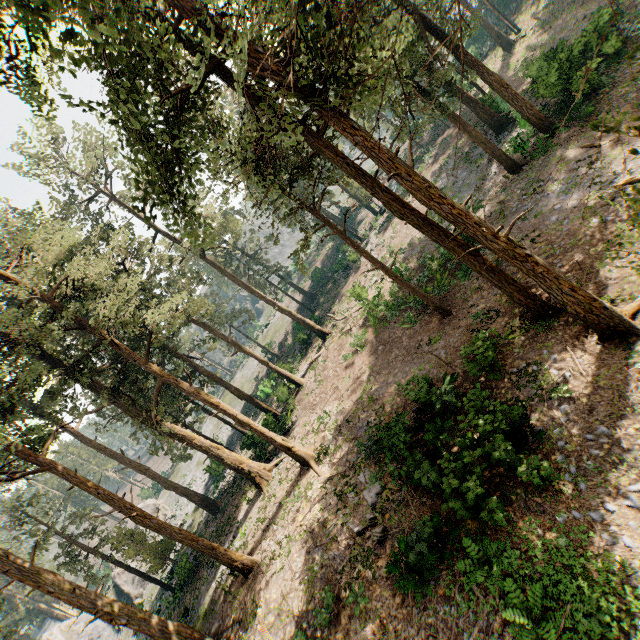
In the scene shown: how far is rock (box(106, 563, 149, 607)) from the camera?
38.41m

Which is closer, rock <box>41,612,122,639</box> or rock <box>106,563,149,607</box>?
rock <box>41,612,122,639</box>

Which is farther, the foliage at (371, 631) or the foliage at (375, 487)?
the foliage at (375, 487)

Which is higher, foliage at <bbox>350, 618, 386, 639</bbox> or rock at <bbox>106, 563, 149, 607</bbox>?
rock at <bbox>106, 563, 149, 607</bbox>

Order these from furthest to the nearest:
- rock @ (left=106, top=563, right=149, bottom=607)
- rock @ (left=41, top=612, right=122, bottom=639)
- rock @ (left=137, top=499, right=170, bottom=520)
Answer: rock @ (left=137, top=499, right=170, bottom=520), rock @ (left=106, top=563, right=149, bottom=607), rock @ (left=41, top=612, right=122, bottom=639)

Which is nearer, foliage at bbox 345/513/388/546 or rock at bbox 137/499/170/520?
foliage at bbox 345/513/388/546

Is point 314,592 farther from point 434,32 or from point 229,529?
point 434,32

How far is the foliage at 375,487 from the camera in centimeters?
1466cm
